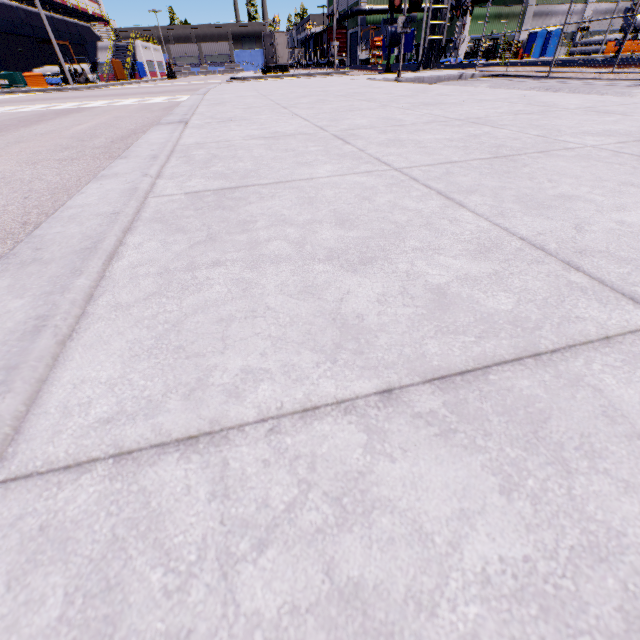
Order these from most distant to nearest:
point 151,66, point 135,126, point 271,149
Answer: point 151,66
point 135,126
point 271,149

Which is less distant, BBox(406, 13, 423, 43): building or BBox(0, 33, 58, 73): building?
BBox(0, 33, 58, 73): building

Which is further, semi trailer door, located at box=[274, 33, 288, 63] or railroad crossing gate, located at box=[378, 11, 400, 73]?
semi trailer door, located at box=[274, 33, 288, 63]

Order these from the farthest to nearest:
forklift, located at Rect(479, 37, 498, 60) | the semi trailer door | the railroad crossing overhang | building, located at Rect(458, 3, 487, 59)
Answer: building, located at Rect(458, 3, 487, 59) < forklift, located at Rect(479, 37, 498, 60) < the semi trailer door < the railroad crossing overhang

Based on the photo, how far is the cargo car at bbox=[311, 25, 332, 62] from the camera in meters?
48.7 m

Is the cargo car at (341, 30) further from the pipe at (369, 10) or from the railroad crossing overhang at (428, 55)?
the railroad crossing overhang at (428, 55)

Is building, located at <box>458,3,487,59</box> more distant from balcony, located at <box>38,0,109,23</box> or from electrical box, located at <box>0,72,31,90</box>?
electrical box, located at <box>0,72,31,90</box>

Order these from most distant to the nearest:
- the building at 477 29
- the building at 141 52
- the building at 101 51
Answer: the building at 141 52
the building at 101 51
the building at 477 29
